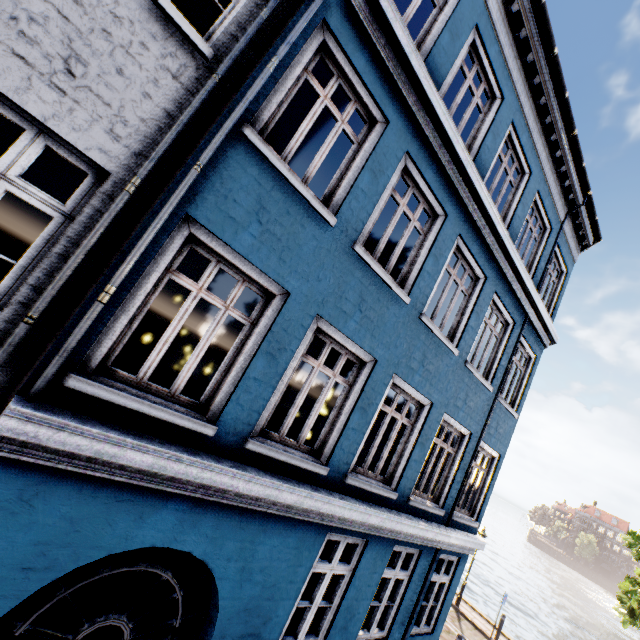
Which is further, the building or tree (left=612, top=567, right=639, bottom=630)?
tree (left=612, top=567, right=639, bottom=630)

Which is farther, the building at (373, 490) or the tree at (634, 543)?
the tree at (634, 543)

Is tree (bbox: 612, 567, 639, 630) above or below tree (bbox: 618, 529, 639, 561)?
below

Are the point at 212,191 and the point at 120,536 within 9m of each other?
yes

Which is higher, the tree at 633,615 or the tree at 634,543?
the tree at 634,543
